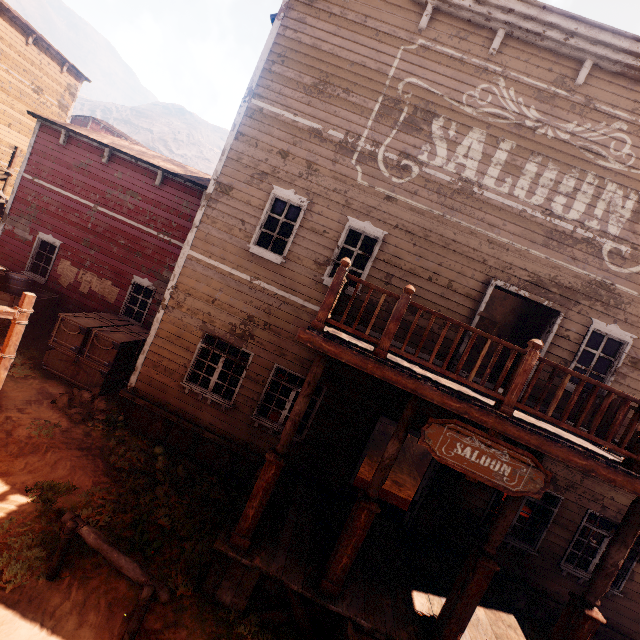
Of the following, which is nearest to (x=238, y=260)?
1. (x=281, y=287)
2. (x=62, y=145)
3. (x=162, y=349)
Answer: (x=281, y=287)

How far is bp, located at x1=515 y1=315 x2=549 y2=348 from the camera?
8.1m

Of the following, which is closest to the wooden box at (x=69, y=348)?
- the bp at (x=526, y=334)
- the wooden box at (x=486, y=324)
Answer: the wooden box at (x=486, y=324)

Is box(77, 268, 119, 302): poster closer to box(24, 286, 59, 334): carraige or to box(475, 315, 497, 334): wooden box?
box(24, 286, 59, 334): carraige

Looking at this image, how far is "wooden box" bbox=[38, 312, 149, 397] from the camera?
9.34m

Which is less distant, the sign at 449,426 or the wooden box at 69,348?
the sign at 449,426

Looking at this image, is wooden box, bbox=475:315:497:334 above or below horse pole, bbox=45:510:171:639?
above

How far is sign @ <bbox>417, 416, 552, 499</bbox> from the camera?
4.4m
